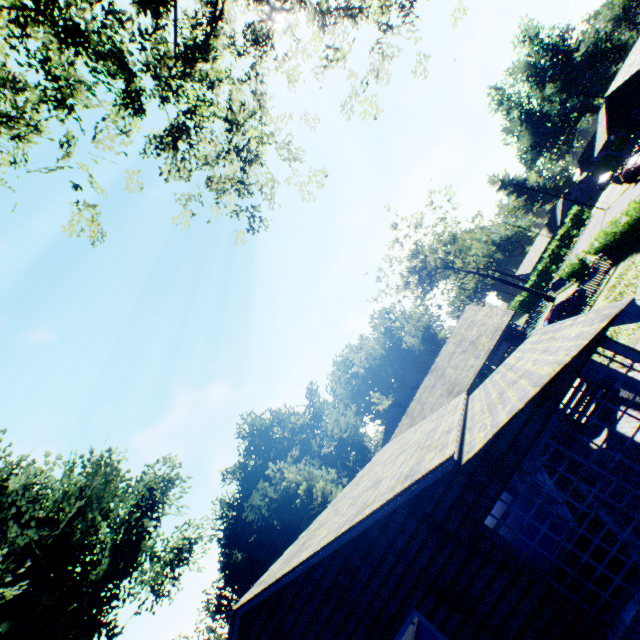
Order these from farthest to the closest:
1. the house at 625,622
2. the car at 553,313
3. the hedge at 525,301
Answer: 1. the hedge at 525,301
2. the car at 553,313
3. the house at 625,622

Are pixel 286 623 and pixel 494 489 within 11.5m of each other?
yes

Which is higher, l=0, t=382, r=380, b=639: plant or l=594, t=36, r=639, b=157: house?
l=0, t=382, r=380, b=639: plant

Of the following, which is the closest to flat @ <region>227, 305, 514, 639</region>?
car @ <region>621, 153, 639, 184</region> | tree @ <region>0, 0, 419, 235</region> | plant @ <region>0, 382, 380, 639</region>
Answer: plant @ <region>0, 382, 380, 639</region>

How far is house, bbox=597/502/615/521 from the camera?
7.4 meters

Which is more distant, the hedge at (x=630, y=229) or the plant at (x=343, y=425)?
the plant at (x=343, y=425)

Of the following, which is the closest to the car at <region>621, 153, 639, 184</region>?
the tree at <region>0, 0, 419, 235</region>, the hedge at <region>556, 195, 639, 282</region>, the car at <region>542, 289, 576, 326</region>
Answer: the hedge at <region>556, 195, 639, 282</region>

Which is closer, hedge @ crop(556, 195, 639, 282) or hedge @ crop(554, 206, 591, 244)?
hedge @ crop(556, 195, 639, 282)
